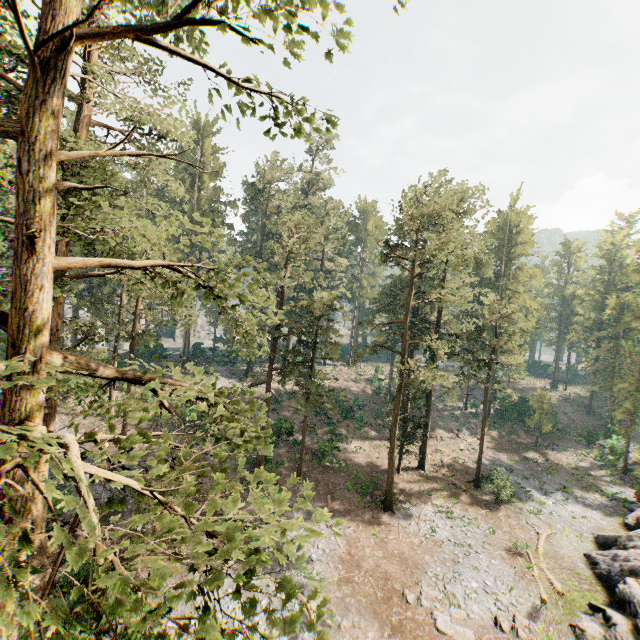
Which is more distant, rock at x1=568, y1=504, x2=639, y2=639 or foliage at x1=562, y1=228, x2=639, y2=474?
foliage at x1=562, y1=228, x2=639, y2=474

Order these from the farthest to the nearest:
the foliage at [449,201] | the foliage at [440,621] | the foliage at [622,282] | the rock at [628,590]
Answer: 1. the foliage at [622,282]
2. the foliage at [449,201]
3. the rock at [628,590]
4. the foliage at [440,621]

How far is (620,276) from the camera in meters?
59.8

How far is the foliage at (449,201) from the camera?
24.8m

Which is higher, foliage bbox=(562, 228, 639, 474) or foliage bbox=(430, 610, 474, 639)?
foliage bbox=(562, 228, 639, 474)

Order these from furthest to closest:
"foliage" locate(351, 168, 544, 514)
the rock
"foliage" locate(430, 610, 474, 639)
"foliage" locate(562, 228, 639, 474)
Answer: "foliage" locate(562, 228, 639, 474)
"foliage" locate(351, 168, 544, 514)
the rock
"foliage" locate(430, 610, 474, 639)

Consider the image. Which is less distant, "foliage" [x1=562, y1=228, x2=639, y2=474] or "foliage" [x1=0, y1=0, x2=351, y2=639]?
"foliage" [x1=0, y1=0, x2=351, y2=639]
